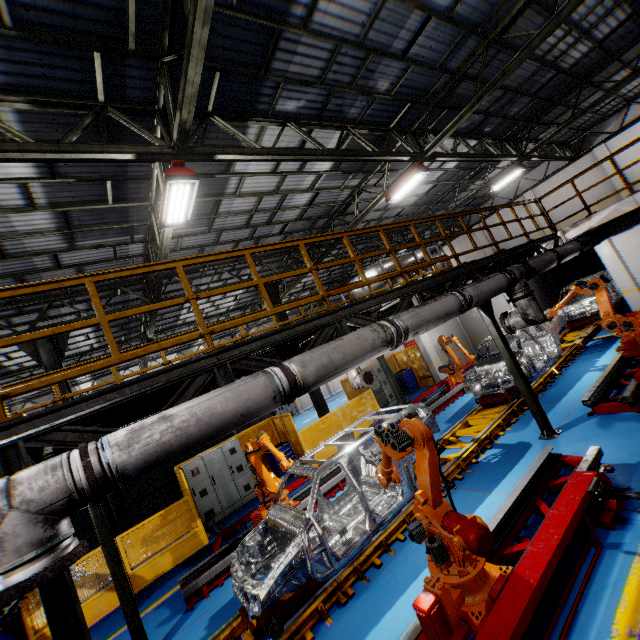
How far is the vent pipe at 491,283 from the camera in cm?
623

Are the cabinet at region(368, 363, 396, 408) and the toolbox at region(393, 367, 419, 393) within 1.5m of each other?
yes

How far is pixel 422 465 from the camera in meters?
4.1

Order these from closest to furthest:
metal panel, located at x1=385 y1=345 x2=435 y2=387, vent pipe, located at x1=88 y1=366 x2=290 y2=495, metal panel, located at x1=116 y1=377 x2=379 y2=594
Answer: vent pipe, located at x1=88 y1=366 x2=290 y2=495
metal panel, located at x1=116 y1=377 x2=379 y2=594
metal panel, located at x1=385 y1=345 x2=435 y2=387

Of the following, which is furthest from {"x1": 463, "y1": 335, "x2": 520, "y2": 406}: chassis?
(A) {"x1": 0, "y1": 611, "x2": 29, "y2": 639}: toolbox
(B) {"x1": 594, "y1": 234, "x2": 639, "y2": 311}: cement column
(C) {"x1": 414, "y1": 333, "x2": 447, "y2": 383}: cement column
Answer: (A) {"x1": 0, "y1": 611, "x2": 29, "y2": 639}: toolbox

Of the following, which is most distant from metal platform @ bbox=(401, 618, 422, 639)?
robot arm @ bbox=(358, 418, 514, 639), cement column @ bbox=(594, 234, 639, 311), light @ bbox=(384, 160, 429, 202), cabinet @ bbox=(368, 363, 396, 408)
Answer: cement column @ bbox=(594, 234, 639, 311)

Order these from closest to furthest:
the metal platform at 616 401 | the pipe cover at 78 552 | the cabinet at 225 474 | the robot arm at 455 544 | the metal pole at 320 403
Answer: the pipe cover at 78 552 < the robot arm at 455 544 < the metal platform at 616 401 < the cabinet at 225 474 < the metal pole at 320 403

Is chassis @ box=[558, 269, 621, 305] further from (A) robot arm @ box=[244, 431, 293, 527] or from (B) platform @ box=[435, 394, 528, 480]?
(A) robot arm @ box=[244, 431, 293, 527]
